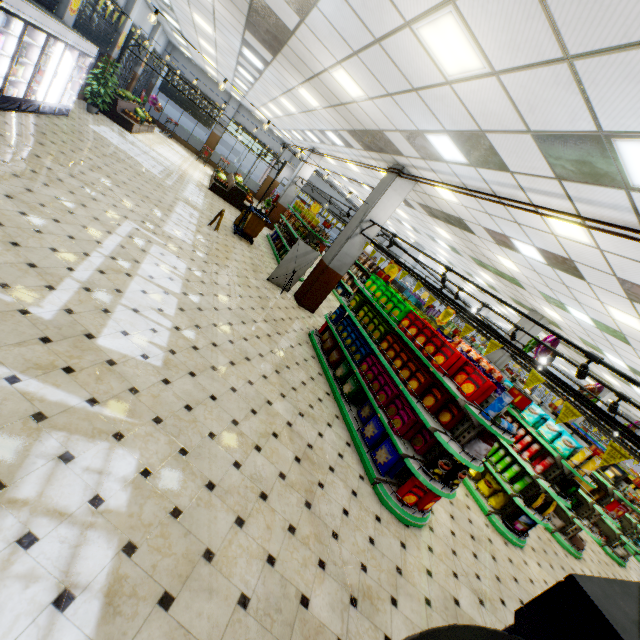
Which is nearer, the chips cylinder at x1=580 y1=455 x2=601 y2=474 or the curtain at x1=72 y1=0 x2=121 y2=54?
the chips cylinder at x1=580 y1=455 x2=601 y2=474

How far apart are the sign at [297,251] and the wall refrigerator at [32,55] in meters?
7.0 m

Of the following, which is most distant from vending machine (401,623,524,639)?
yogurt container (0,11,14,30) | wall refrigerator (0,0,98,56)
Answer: yogurt container (0,11,14,30)

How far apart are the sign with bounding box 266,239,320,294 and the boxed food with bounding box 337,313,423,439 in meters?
4.2 m

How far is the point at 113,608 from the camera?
2.05m

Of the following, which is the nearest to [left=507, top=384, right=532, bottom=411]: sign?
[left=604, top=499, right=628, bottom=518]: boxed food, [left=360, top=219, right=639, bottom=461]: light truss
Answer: [left=360, top=219, right=639, bottom=461]: light truss

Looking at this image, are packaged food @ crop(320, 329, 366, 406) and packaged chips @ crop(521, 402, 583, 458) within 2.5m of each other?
no

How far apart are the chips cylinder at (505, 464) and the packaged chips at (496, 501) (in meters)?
0.21
